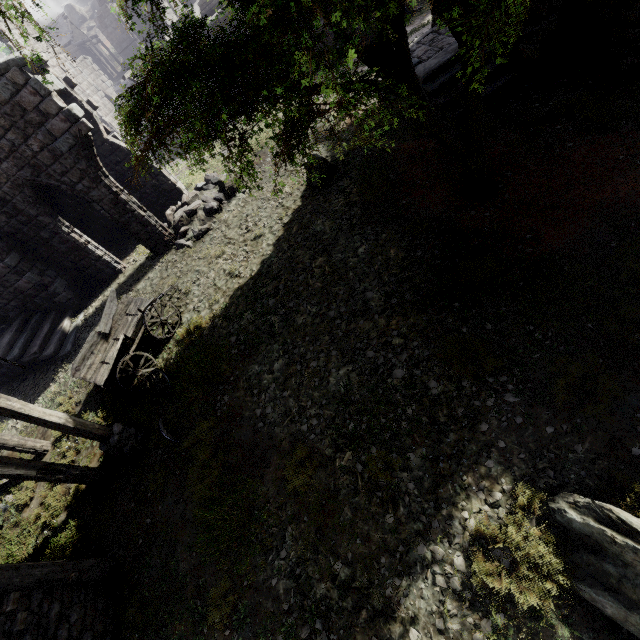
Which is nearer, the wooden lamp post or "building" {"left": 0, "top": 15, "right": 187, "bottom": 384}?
the wooden lamp post

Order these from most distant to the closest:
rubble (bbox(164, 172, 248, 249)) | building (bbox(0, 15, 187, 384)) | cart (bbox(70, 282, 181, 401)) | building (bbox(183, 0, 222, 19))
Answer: building (bbox(183, 0, 222, 19)), rubble (bbox(164, 172, 248, 249)), building (bbox(0, 15, 187, 384)), cart (bbox(70, 282, 181, 401))

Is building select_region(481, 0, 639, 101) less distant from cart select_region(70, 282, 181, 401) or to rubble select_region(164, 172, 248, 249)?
rubble select_region(164, 172, 248, 249)

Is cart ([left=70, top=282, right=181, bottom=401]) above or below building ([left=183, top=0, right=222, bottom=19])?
below

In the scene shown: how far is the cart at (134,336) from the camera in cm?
930

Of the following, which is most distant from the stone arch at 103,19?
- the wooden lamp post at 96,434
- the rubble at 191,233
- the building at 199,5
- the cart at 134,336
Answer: the wooden lamp post at 96,434

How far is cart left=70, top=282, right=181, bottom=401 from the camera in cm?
930

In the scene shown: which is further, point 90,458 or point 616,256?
point 90,458
